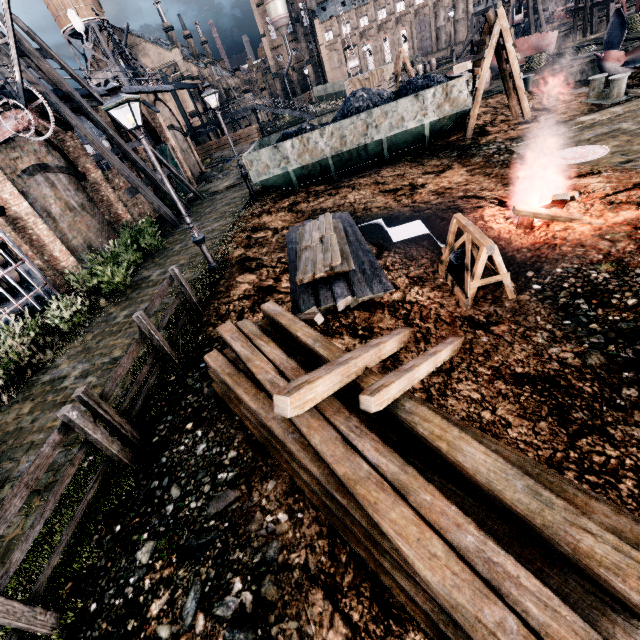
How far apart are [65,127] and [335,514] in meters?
22.9 m

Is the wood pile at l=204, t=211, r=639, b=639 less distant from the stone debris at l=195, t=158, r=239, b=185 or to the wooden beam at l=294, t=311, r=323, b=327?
the wooden beam at l=294, t=311, r=323, b=327

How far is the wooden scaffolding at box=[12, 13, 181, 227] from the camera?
16.2m

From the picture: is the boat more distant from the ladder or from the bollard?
the ladder

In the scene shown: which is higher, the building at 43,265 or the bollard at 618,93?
the building at 43,265

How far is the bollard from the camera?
13.52m

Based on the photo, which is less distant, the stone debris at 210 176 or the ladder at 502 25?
the ladder at 502 25

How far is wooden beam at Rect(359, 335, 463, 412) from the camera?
3.19m
